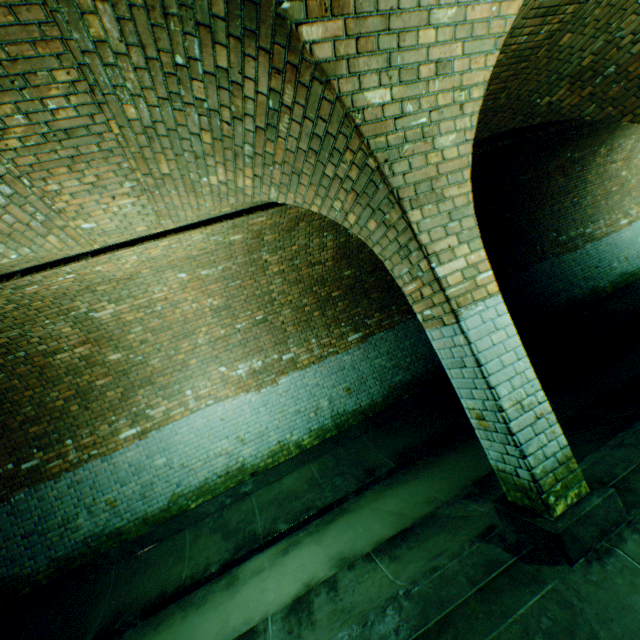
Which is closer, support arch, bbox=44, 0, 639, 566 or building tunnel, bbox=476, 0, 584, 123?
support arch, bbox=44, 0, 639, 566

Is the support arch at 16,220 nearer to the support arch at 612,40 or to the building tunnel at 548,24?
the building tunnel at 548,24

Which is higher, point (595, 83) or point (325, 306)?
point (595, 83)

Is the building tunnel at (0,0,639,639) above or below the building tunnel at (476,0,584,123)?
below

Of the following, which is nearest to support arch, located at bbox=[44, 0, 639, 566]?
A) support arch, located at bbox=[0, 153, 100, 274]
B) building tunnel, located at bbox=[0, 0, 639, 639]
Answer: building tunnel, located at bbox=[0, 0, 639, 639]

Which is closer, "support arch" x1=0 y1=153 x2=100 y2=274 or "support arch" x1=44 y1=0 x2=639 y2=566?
"support arch" x1=44 y1=0 x2=639 y2=566

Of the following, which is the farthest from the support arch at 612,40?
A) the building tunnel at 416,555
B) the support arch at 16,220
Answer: the support arch at 16,220
